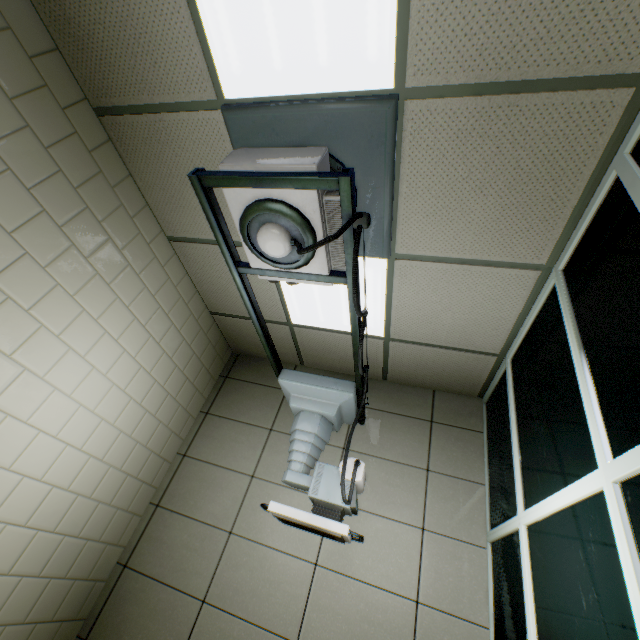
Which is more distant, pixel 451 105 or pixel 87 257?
pixel 87 257

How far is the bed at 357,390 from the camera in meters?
1.5

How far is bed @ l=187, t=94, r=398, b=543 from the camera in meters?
1.5 m
